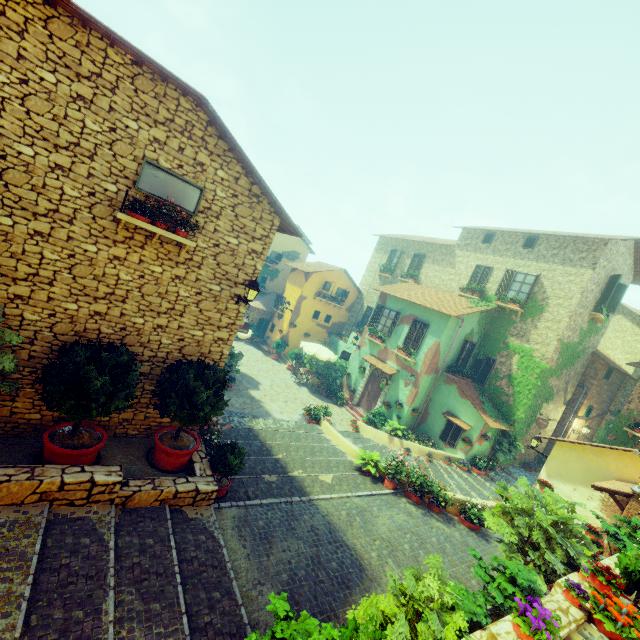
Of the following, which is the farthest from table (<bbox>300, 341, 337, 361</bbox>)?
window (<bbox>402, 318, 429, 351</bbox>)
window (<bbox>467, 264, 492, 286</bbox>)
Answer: window (<bbox>467, 264, 492, 286</bbox>)

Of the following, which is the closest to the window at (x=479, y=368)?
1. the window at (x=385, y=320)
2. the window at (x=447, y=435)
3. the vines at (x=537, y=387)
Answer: the vines at (x=537, y=387)

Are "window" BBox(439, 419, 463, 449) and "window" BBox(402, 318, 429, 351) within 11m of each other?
yes

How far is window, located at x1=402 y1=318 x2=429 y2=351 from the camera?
17.42m

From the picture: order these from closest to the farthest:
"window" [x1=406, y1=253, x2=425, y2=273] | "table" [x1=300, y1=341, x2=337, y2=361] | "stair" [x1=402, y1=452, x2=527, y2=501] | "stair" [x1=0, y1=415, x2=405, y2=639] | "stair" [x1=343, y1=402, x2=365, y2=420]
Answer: "stair" [x1=0, y1=415, x2=405, y2=639], "stair" [x1=402, y1=452, x2=527, y2=501], "stair" [x1=343, y1=402, x2=365, y2=420], "table" [x1=300, y1=341, x2=337, y2=361], "window" [x1=406, y1=253, x2=425, y2=273]

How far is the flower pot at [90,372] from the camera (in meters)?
5.79

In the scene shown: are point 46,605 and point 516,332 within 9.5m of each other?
no

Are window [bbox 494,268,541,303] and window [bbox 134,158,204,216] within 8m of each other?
no
